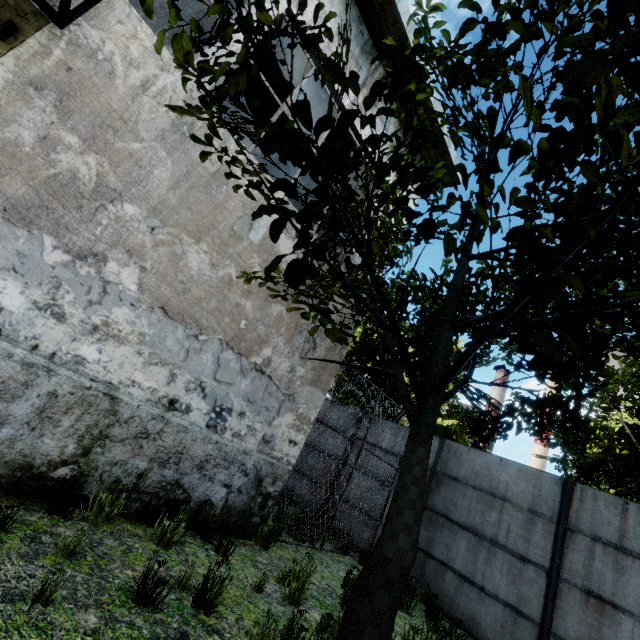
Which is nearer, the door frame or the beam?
the door frame

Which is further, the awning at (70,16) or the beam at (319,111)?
the beam at (319,111)

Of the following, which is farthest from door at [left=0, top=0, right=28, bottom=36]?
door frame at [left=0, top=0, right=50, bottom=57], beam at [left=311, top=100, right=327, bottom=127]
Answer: beam at [left=311, top=100, right=327, bottom=127]

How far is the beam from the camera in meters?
7.1

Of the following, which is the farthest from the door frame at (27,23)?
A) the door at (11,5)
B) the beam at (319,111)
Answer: the beam at (319,111)

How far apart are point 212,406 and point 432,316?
3.8 meters

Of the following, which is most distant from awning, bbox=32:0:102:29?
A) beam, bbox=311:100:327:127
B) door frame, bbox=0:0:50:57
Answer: beam, bbox=311:100:327:127

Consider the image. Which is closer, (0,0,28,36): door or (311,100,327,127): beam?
(0,0,28,36): door
